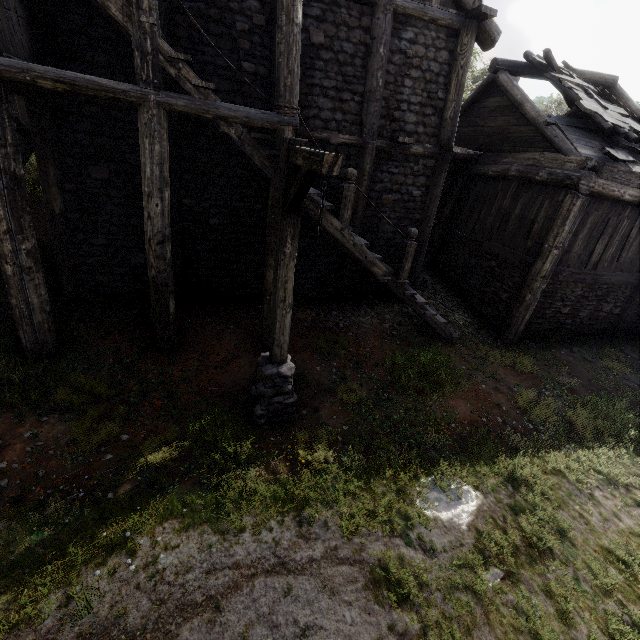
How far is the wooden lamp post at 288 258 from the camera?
3.6 meters

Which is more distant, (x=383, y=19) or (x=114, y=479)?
(x=383, y=19)

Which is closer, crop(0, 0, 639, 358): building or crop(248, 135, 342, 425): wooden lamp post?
crop(248, 135, 342, 425): wooden lamp post

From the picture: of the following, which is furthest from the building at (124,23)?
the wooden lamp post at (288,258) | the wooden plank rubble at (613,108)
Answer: the wooden lamp post at (288,258)

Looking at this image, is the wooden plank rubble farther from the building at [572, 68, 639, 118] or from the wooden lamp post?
the wooden lamp post

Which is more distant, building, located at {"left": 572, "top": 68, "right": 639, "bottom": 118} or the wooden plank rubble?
building, located at {"left": 572, "top": 68, "right": 639, "bottom": 118}

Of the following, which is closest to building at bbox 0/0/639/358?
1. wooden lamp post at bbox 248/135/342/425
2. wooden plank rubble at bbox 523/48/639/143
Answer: wooden plank rubble at bbox 523/48/639/143
